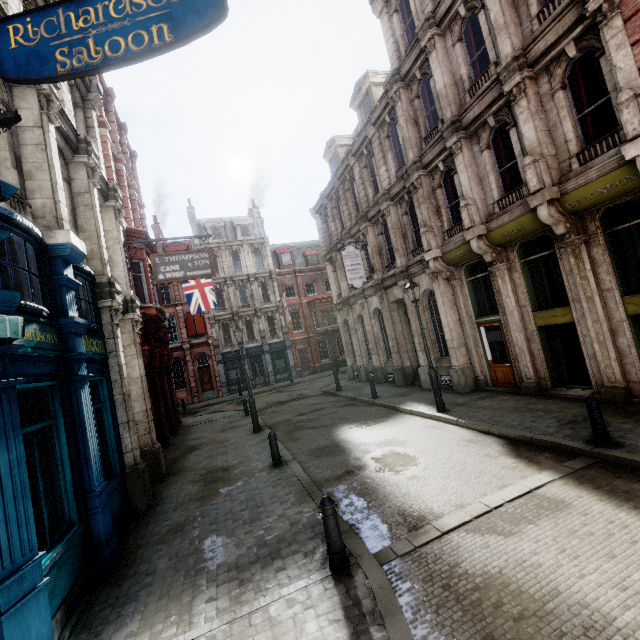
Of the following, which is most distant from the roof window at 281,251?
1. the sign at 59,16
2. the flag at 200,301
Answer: the sign at 59,16

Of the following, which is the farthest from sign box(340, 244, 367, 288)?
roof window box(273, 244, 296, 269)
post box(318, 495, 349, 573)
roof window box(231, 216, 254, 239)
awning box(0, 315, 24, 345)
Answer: roof window box(231, 216, 254, 239)

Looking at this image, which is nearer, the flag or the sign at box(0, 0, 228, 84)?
the sign at box(0, 0, 228, 84)

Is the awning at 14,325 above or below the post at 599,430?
above

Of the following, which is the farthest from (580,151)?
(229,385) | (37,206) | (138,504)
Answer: (229,385)

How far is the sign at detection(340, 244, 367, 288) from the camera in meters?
17.9 m

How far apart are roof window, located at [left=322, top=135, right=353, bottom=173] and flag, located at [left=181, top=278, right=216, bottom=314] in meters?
10.6

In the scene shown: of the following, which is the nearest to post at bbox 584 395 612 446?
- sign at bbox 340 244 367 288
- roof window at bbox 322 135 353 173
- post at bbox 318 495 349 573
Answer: post at bbox 318 495 349 573
